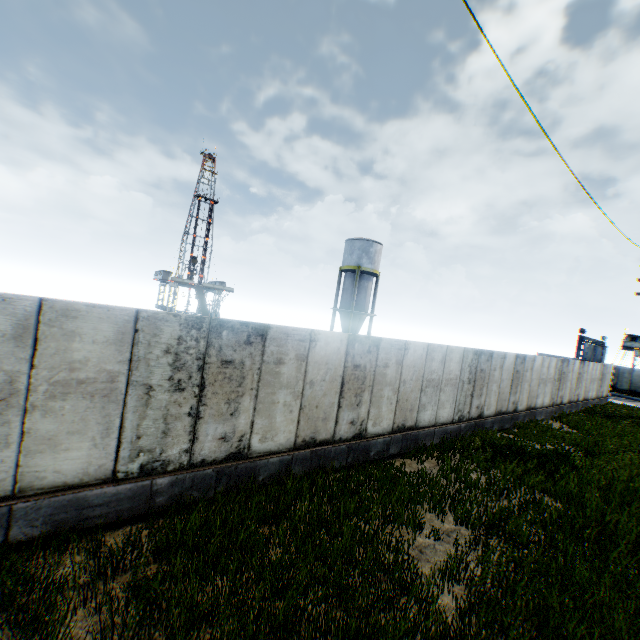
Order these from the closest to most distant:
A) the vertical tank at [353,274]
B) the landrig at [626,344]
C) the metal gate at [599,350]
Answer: the vertical tank at [353,274]
the metal gate at [599,350]
the landrig at [626,344]

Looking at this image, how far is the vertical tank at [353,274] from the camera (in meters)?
33.12

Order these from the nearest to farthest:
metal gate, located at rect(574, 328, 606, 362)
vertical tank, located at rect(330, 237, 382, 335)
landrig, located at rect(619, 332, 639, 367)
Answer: vertical tank, located at rect(330, 237, 382, 335) → metal gate, located at rect(574, 328, 606, 362) → landrig, located at rect(619, 332, 639, 367)

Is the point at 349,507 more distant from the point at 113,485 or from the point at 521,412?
the point at 521,412

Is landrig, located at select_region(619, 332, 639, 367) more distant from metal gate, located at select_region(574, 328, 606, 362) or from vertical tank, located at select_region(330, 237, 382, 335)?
vertical tank, located at select_region(330, 237, 382, 335)

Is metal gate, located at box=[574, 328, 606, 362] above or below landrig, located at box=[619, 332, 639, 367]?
below

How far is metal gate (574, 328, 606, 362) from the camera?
34.34m
